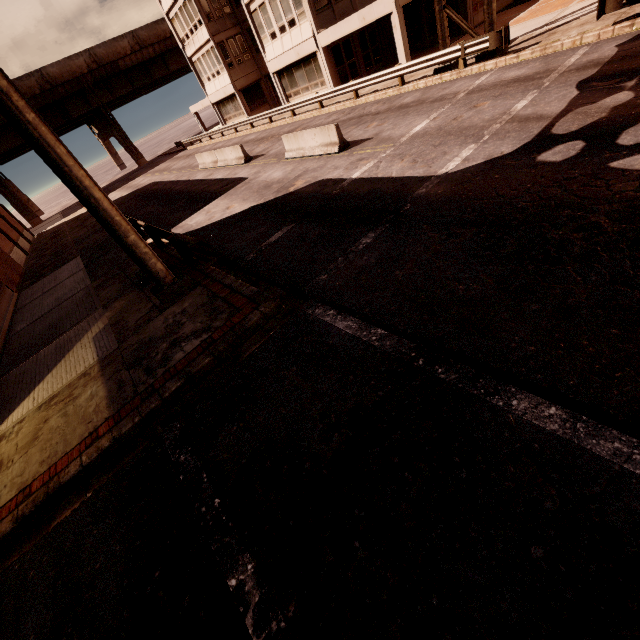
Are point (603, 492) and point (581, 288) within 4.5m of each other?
yes

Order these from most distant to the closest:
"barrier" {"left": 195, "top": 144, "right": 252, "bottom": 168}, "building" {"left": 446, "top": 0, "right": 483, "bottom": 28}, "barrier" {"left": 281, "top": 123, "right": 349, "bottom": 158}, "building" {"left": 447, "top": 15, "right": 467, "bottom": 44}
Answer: "building" {"left": 447, "top": 15, "right": 467, "bottom": 44} → "building" {"left": 446, "top": 0, "right": 483, "bottom": 28} → "barrier" {"left": 195, "top": 144, "right": 252, "bottom": 168} → "barrier" {"left": 281, "top": 123, "right": 349, "bottom": 158}

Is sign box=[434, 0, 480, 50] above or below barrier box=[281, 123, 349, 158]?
above

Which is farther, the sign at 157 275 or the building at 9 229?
the building at 9 229

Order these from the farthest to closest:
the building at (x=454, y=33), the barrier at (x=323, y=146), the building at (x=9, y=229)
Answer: the building at (x=9, y=229)
the building at (x=454, y=33)
the barrier at (x=323, y=146)

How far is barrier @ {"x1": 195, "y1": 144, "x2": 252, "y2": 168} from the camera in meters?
19.3

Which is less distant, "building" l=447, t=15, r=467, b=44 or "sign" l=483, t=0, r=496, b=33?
"sign" l=483, t=0, r=496, b=33
